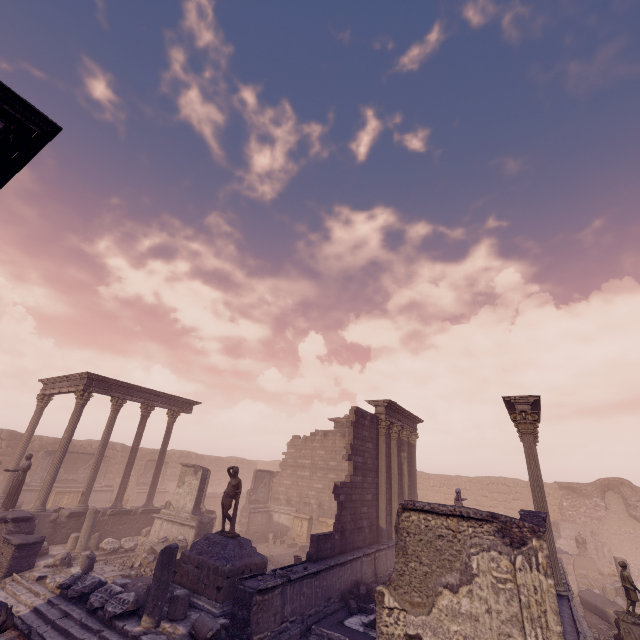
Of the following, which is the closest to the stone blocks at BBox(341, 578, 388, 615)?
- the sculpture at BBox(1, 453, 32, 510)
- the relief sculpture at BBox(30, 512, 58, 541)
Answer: the relief sculpture at BBox(30, 512, 58, 541)

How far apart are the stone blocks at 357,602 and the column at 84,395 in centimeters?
1387cm

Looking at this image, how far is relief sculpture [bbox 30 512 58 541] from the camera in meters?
14.1 m

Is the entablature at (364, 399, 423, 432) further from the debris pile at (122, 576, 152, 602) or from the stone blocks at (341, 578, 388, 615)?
the debris pile at (122, 576, 152, 602)

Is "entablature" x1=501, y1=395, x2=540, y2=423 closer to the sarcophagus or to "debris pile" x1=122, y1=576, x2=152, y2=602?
the sarcophagus

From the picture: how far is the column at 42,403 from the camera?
17.83m

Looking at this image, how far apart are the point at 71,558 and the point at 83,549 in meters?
0.6 m

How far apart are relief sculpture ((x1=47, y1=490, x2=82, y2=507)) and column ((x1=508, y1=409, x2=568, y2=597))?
27.17m
